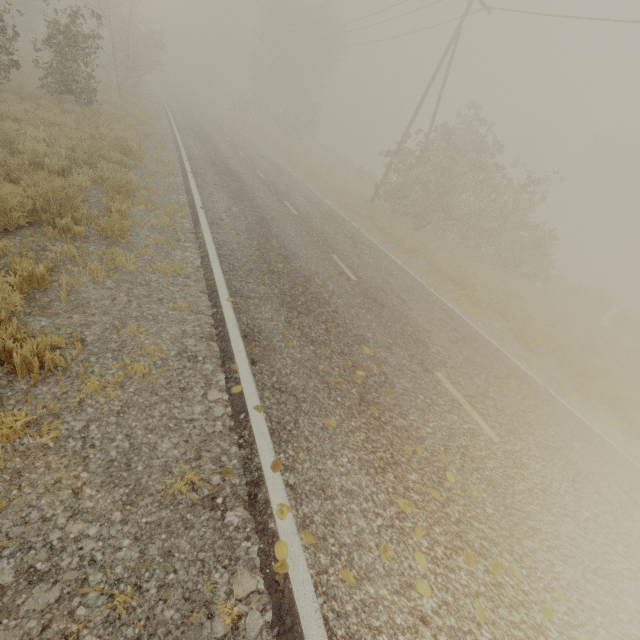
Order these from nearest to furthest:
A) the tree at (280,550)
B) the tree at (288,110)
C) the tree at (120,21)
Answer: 1. the tree at (280,550)
2. the tree at (120,21)
3. the tree at (288,110)

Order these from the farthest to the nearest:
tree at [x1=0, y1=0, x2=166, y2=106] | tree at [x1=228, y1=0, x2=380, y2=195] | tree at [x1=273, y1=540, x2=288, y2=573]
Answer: tree at [x1=228, y1=0, x2=380, y2=195] < tree at [x1=0, y1=0, x2=166, y2=106] < tree at [x1=273, y1=540, x2=288, y2=573]

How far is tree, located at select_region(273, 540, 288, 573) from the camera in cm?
263

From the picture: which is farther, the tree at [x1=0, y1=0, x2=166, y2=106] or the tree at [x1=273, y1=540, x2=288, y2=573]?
the tree at [x1=0, y1=0, x2=166, y2=106]

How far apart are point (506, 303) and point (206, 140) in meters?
18.6 m

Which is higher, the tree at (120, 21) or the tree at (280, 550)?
the tree at (120, 21)

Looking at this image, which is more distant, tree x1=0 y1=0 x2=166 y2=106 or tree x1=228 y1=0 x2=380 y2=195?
tree x1=228 y1=0 x2=380 y2=195
